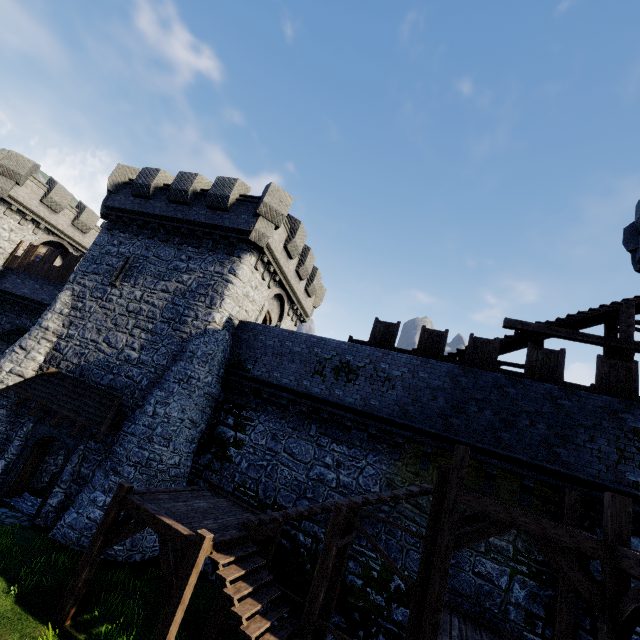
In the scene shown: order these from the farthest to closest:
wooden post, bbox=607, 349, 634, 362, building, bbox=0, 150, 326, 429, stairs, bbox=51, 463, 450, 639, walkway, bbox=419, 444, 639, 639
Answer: building, bbox=0, 150, 326, 429 → wooden post, bbox=607, 349, 634, 362 → stairs, bbox=51, 463, 450, 639 → walkway, bbox=419, 444, 639, 639

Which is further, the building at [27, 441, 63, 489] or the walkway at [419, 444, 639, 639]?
the building at [27, 441, 63, 489]

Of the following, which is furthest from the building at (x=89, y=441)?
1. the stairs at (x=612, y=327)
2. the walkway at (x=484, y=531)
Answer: the walkway at (x=484, y=531)

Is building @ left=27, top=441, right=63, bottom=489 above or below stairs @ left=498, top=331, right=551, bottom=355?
below

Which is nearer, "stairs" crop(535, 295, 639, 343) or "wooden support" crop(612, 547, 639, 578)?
"wooden support" crop(612, 547, 639, 578)

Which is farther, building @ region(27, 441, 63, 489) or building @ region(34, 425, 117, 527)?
building @ region(27, 441, 63, 489)

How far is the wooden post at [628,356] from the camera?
11.24m

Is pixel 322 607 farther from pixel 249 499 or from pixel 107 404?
pixel 107 404
